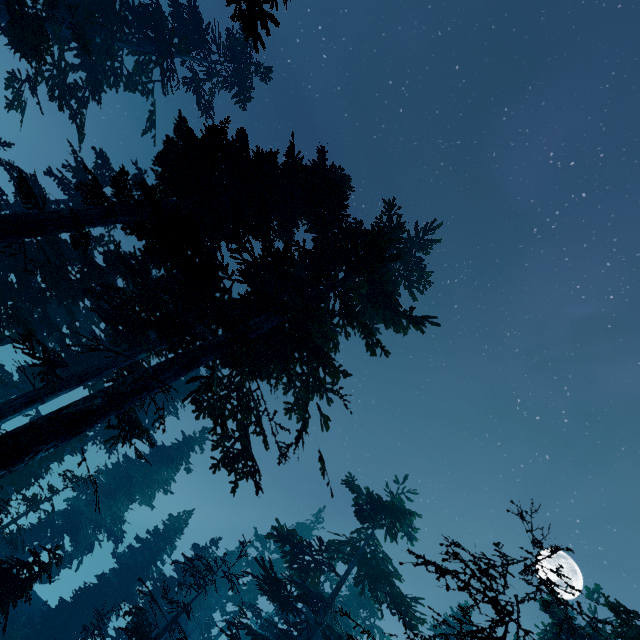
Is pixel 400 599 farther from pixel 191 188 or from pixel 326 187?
pixel 191 188
